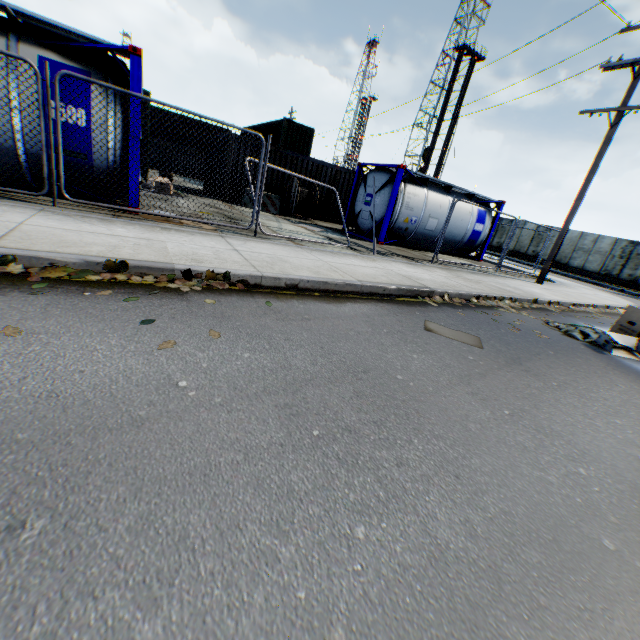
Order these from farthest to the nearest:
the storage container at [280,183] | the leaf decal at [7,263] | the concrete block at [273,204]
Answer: the storage container at [280,183]
the concrete block at [273,204]
the leaf decal at [7,263]

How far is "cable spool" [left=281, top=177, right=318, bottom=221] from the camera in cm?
1530

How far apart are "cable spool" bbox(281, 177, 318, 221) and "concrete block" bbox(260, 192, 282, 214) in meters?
0.2 m

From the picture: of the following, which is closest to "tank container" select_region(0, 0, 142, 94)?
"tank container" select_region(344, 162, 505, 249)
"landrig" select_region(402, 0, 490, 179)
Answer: "tank container" select_region(344, 162, 505, 249)

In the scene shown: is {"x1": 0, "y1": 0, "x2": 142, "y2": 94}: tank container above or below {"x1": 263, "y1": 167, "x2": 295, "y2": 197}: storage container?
above

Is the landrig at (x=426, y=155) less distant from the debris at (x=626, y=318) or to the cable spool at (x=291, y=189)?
the cable spool at (x=291, y=189)

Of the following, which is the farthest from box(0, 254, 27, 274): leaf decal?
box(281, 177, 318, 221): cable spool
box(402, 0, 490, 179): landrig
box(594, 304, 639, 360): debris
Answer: box(402, 0, 490, 179): landrig

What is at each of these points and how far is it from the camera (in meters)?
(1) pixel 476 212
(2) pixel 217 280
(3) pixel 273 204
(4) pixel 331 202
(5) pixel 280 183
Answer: (1) tank container, 15.05
(2) leaf decal, 4.39
(3) concrete block, 15.34
(4) storage container, 18.17
(5) storage container, 16.42
